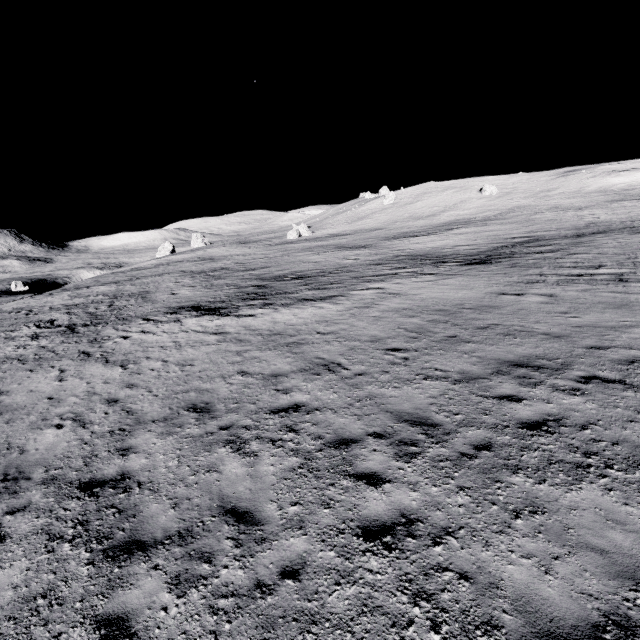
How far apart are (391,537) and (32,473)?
8.0 meters
